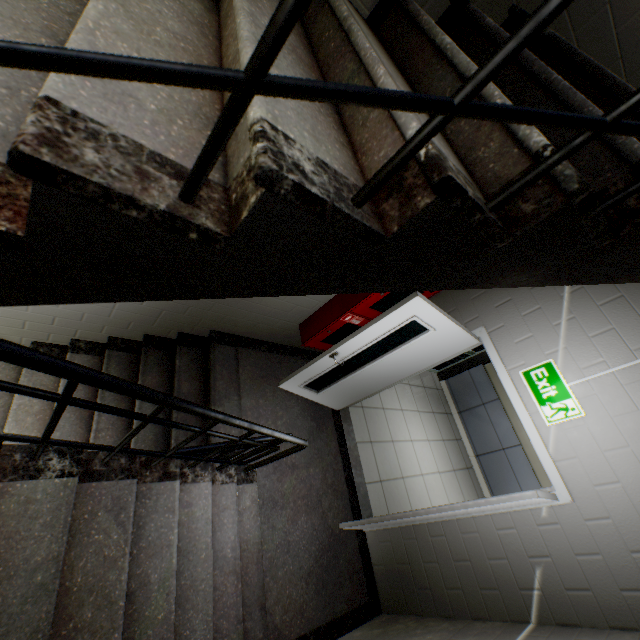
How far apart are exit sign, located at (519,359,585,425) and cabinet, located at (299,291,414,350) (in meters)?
1.04

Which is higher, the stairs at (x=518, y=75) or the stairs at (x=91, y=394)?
the stairs at (x=518, y=75)

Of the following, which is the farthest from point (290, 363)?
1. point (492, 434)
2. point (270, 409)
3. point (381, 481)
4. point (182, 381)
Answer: point (492, 434)

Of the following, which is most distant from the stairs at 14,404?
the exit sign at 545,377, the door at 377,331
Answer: the exit sign at 545,377

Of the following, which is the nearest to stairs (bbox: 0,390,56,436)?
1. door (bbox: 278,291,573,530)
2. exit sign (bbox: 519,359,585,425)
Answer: door (bbox: 278,291,573,530)

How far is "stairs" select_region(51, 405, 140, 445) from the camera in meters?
2.9

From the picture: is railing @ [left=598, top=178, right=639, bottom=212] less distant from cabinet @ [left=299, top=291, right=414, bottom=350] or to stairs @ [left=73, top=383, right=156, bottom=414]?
stairs @ [left=73, top=383, right=156, bottom=414]

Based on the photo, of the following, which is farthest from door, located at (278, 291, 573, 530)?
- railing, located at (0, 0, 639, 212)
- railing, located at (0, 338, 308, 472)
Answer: railing, located at (0, 0, 639, 212)
